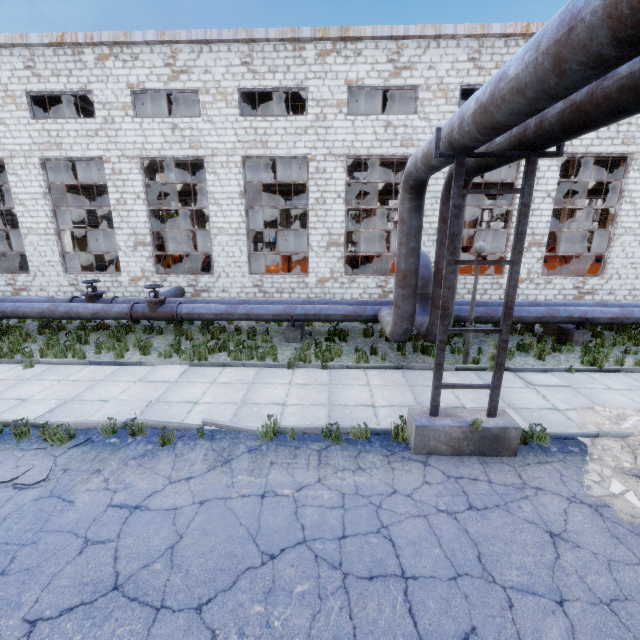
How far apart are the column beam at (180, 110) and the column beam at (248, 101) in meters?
3.9

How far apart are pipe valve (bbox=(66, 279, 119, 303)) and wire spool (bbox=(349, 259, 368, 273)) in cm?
1320

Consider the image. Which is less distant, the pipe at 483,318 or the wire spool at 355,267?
the pipe at 483,318

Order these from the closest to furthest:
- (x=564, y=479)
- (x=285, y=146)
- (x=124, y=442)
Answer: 1. (x=564, y=479)
2. (x=124, y=442)
3. (x=285, y=146)

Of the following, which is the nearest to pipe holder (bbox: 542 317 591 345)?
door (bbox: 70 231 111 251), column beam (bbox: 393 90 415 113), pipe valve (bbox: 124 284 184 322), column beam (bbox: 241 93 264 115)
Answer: column beam (bbox: 393 90 415 113)

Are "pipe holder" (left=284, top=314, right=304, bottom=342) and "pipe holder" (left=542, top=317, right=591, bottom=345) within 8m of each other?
no

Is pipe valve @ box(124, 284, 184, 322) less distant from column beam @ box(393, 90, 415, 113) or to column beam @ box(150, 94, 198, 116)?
column beam @ box(150, 94, 198, 116)

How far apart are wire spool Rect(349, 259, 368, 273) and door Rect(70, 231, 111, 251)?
20.4 meters
